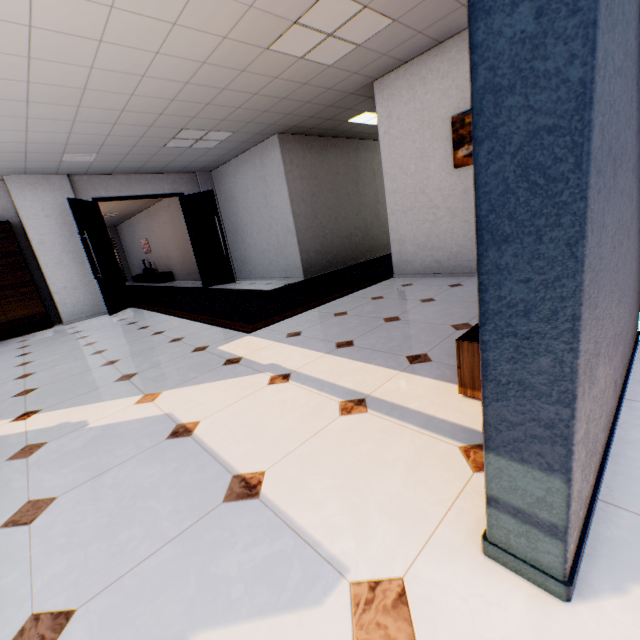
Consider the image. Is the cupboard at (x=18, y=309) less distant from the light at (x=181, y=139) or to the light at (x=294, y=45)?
the light at (x=181, y=139)

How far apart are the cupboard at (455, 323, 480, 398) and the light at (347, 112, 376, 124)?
4.7m

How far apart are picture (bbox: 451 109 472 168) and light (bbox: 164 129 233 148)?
3.8 meters

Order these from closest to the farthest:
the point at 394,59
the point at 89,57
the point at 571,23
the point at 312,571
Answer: the point at 571,23 → the point at 312,571 → the point at 89,57 → the point at 394,59

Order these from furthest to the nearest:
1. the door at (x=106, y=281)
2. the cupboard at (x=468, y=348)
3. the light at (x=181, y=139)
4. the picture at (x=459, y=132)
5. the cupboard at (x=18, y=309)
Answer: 1. the door at (x=106, y=281)
2. the cupboard at (x=18, y=309)
3. the light at (x=181, y=139)
4. the picture at (x=459, y=132)
5. the cupboard at (x=468, y=348)

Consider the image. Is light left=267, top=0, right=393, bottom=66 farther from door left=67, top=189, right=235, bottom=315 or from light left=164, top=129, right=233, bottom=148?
door left=67, top=189, right=235, bottom=315

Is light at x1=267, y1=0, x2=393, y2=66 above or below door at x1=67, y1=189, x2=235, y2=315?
above

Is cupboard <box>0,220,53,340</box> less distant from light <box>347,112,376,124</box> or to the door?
the door
